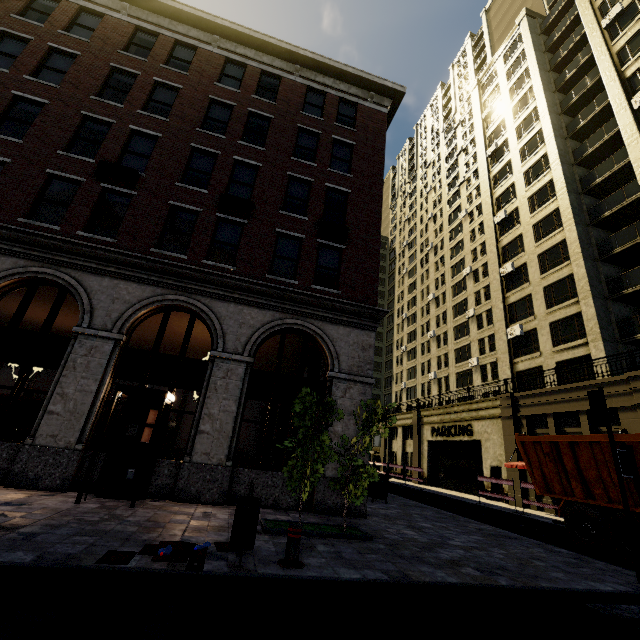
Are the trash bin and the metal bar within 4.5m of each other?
yes

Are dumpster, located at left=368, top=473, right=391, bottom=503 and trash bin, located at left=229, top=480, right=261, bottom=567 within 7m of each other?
no

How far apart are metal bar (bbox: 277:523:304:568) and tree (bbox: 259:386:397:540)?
1.6m

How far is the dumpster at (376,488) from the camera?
13.77m

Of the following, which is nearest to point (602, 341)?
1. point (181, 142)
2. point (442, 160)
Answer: point (181, 142)

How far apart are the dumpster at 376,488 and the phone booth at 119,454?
8.9m

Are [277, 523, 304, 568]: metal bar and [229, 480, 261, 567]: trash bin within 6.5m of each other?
yes

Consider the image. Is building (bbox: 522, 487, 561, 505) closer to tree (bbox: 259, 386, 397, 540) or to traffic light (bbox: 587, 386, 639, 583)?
tree (bbox: 259, 386, 397, 540)
